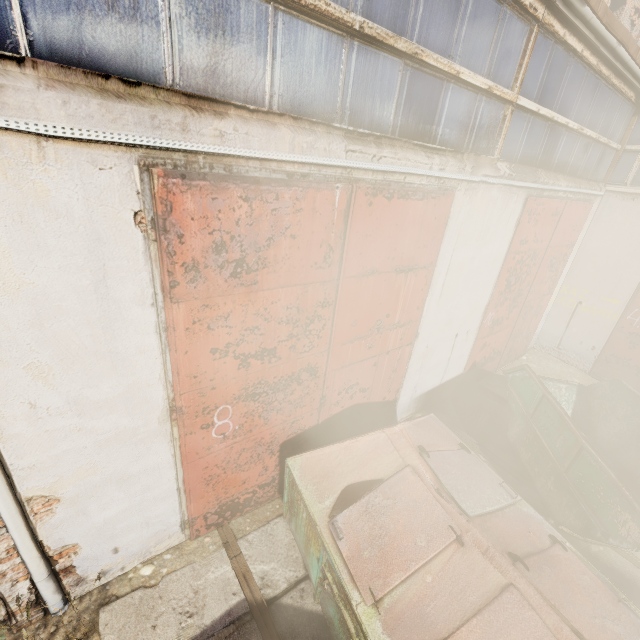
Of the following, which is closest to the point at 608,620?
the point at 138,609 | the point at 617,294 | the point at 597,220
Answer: the point at 138,609

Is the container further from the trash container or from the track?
the track

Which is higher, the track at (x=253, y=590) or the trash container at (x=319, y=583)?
the trash container at (x=319, y=583)

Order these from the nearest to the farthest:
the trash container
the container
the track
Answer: the trash container, the track, the container

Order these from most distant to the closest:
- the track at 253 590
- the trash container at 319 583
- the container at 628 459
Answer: the container at 628 459 < the track at 253 590 < the trash container at 319 583

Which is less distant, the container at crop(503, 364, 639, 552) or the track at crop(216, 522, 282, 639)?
the track at crop(216, 522, 282, 639)

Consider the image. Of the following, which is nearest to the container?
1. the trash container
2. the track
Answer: the trash container
